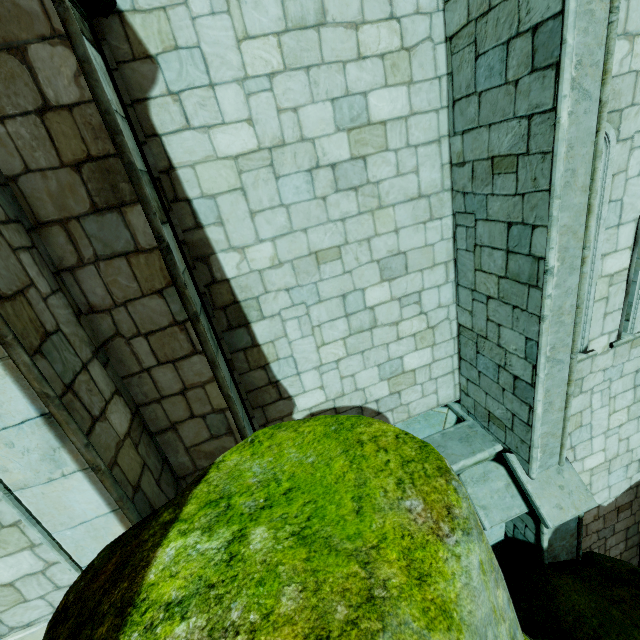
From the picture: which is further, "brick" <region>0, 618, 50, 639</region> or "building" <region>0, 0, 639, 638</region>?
"brick" <region>0, 618, 50, 639</region>

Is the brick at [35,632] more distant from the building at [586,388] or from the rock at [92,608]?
the rock at [92,608]

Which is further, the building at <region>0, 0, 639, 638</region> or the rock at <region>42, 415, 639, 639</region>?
the building at <region>0, 0, 639, 638</region>

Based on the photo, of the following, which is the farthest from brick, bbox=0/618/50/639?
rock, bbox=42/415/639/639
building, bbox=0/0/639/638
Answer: rock, bbox=42/415/639/639

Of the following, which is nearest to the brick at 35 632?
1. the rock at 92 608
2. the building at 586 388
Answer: the building at 586 388

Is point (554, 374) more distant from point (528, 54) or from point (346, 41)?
point (346, 41)

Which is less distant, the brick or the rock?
the rock
